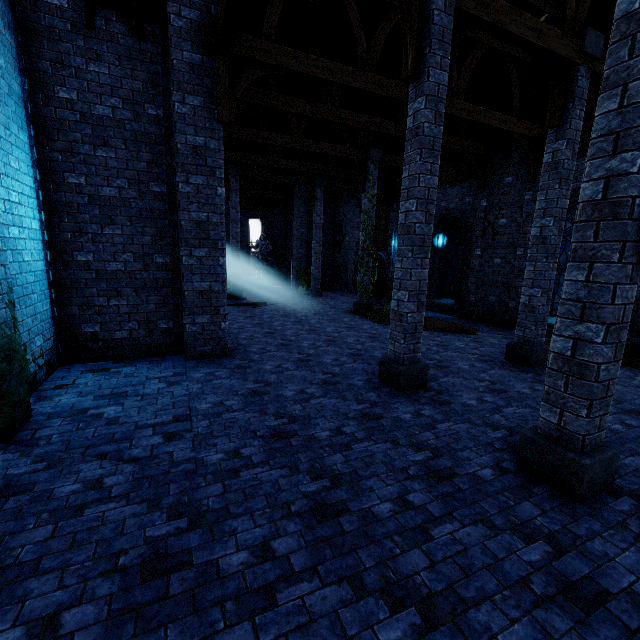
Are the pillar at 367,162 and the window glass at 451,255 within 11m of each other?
yes

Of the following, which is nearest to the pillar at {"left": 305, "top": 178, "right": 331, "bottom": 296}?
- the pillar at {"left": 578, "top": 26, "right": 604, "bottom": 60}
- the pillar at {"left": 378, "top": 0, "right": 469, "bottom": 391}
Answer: the pillar at {"left": 578, "top": 26, "right": 604, "bottom": 60}

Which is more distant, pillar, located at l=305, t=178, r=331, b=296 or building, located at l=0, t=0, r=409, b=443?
pillar, located at l=305, t=178, r=331, b=296

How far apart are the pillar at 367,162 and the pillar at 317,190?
5.2 meters

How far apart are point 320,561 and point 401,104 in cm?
1009

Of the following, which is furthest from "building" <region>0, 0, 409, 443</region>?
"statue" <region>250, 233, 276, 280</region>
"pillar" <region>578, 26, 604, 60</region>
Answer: "statue" <region>250, 233, 276, 280</region>

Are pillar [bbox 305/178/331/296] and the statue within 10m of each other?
yes

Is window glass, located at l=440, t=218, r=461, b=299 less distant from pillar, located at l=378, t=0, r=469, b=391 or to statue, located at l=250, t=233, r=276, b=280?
pillar, located at l=378, t=0, r=469, b=391
